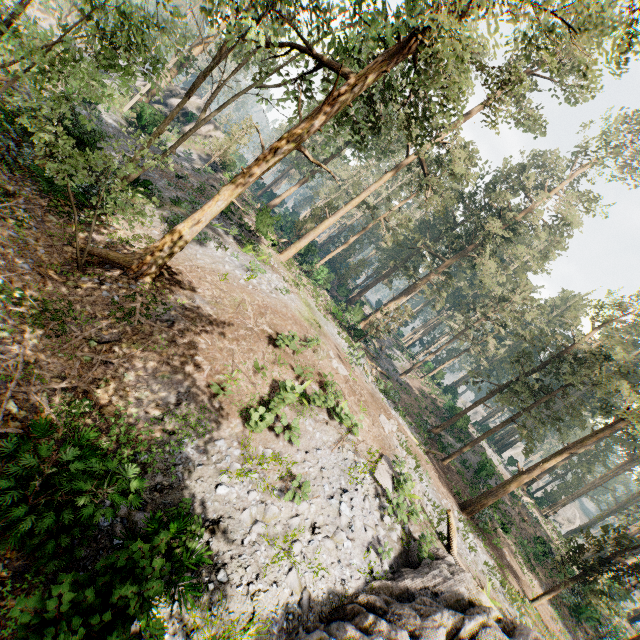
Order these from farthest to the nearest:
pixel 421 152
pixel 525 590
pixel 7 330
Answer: pixel 421 152 < pixel 525 590 < pixel 7 330

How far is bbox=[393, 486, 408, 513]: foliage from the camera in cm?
1187

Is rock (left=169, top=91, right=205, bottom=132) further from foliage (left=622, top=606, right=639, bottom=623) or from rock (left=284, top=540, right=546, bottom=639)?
rock (left=284, top=540, right=546, bottom=639)

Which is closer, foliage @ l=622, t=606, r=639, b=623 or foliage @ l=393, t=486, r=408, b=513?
foliage @ l=393, t=486, r=408, b=513

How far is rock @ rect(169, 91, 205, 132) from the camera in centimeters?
3756cm

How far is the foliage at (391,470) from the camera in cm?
1262

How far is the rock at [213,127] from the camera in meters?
38.4
